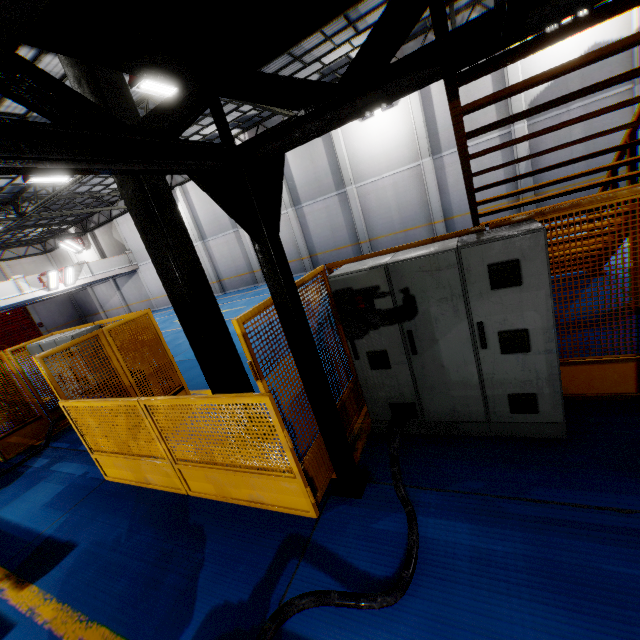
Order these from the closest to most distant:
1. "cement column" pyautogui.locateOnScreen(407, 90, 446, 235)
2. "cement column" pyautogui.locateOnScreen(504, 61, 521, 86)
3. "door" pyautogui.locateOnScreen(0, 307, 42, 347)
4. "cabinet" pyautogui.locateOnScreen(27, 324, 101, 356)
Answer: "cabinet" pyautogui.locateOnScreen(27, 324, 101, 356) → "cement column" pyautogui.locateOnScreen(504, 61, 521, 86) → "cement column" pyautogui.locateOnScreen(407, 90, 446, 235) → "door" pyautogui.locateOnScreen(0, 307, 42, 347)

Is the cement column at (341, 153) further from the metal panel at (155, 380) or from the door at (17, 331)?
the door at (17, 331)

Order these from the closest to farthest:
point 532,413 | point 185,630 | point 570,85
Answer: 1. point 185,630
2. point 532,413
3. point 570,85

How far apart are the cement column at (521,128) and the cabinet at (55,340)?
17.0m

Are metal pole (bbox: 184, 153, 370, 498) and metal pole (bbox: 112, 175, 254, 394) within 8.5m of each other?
yes

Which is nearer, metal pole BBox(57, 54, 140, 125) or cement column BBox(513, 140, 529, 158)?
metal pole BBox(57, 54, 140, 125)

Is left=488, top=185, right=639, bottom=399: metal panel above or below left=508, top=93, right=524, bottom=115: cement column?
below

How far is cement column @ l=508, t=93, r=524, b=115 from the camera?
13.4m
